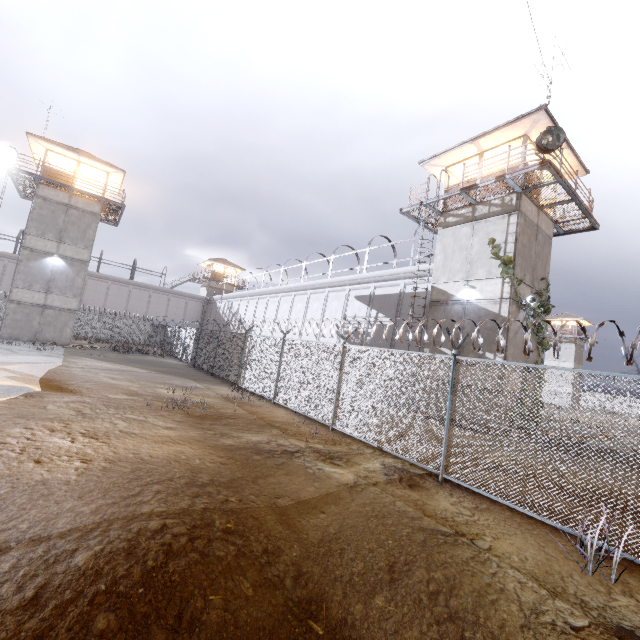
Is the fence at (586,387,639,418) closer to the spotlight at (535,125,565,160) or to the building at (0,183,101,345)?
the building at (0,183,101,345)

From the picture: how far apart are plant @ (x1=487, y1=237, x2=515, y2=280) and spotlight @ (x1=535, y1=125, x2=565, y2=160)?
3.7 meters

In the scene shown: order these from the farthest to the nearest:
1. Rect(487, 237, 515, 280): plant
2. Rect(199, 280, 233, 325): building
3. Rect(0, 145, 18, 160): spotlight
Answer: Rect(199, 280, 233, 325): building → Rect(0, 145, 18, 160): spotlight → Rect(487, 237, 515, 280): plant

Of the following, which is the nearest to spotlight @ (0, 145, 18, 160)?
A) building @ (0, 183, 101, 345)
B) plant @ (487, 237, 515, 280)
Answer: building @ (0, 183, 101, 345)

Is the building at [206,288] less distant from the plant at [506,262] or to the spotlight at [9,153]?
the spotlight at [9,153]

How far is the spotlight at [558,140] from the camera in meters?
12.1

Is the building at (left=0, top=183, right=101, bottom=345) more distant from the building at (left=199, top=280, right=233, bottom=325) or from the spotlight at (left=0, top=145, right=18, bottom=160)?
the building at (left=199, top=280, right=233, bottom=325)

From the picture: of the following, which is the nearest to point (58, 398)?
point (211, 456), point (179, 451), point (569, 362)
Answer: point (179, 451)
